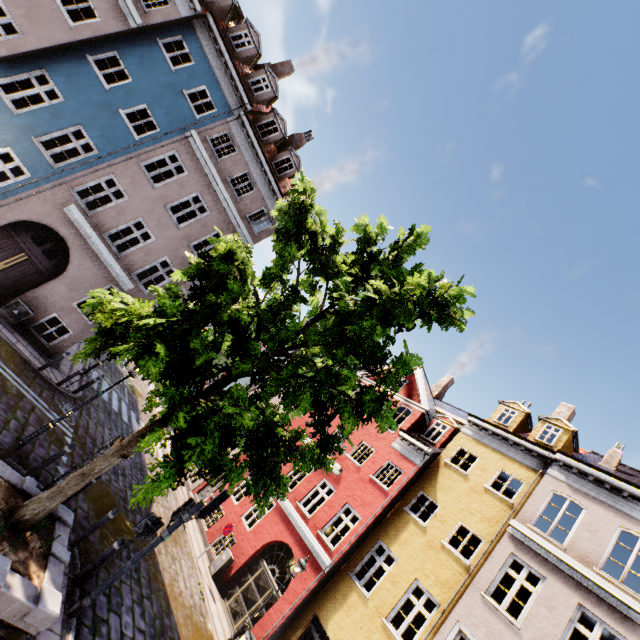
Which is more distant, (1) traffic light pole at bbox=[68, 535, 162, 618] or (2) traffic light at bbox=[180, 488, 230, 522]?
(2) traffic light at bbox=[180, 488, 230, 522]

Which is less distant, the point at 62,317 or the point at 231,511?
the point at 62,317

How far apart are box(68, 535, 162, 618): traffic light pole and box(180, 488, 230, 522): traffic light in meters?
0.5

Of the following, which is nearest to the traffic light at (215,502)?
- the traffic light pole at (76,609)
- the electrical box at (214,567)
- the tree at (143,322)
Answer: the traffic light pole at (76,609)

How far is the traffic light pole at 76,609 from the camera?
A: 6.4 meters

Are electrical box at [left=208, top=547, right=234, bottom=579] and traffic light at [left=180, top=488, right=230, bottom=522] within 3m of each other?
no

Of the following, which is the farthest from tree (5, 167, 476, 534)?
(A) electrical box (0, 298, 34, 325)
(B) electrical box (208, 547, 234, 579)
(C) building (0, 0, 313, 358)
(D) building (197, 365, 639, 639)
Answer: (B) electrical box (208, 547, 234, 579)

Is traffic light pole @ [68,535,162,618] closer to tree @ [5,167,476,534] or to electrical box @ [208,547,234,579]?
tree @ [5,167,476,534]
